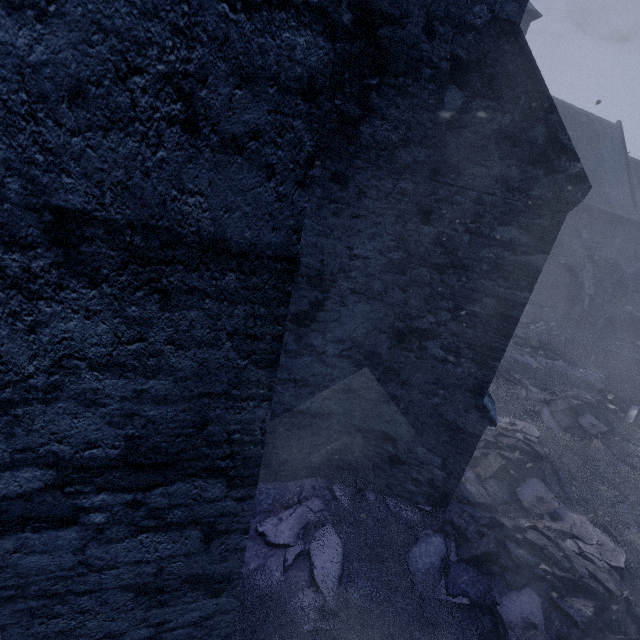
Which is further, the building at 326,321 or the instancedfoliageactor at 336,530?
the instancedfoliageactor at 336,530

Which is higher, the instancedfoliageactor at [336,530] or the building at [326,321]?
the building at [326,321]

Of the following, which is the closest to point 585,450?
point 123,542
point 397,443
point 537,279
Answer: point 397,443

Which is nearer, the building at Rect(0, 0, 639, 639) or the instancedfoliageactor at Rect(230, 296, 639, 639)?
the building at Rect(0, 0, 639, 639)

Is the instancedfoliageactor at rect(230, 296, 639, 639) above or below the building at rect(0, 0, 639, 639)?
below
